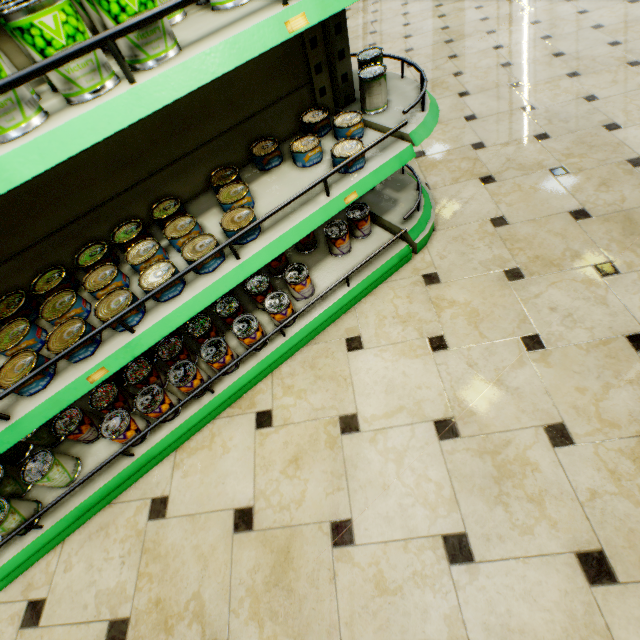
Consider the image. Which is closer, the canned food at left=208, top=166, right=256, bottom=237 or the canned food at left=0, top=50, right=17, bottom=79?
the canned food at left=0, top=50, right=17, bottom=79

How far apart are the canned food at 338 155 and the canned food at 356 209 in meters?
0.5 m

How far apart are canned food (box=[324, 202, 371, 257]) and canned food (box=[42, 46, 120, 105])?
1.1 meters

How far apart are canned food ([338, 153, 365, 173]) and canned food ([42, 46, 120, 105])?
0.7m

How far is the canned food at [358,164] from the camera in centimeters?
136cm

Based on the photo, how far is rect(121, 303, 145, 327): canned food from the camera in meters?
1.1

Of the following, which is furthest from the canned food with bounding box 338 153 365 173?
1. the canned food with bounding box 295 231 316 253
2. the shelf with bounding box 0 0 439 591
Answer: the canned food with bounding box 295 231 316 253

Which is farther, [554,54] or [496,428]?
[554,54]
